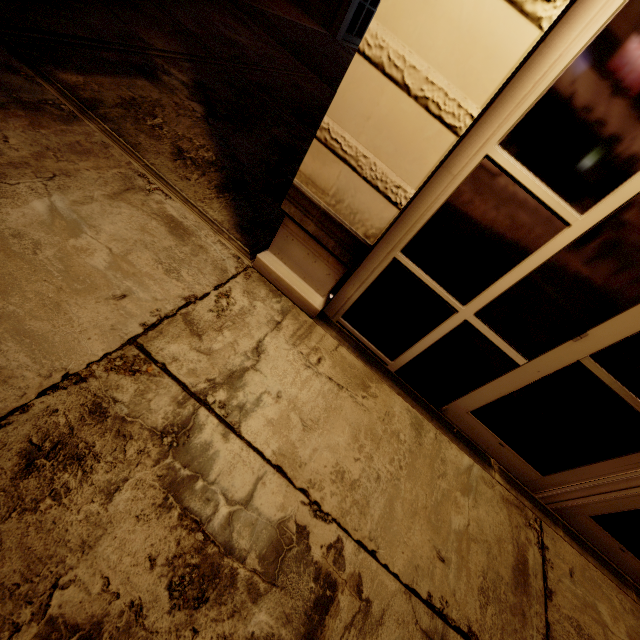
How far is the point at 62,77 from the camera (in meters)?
3.24
